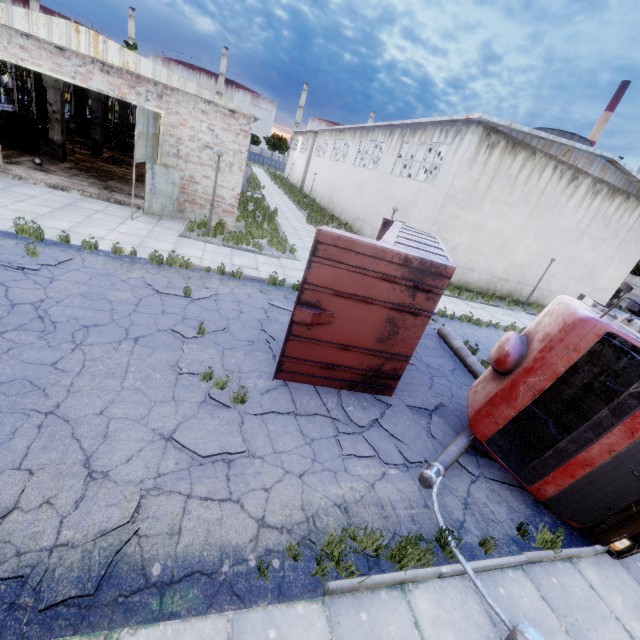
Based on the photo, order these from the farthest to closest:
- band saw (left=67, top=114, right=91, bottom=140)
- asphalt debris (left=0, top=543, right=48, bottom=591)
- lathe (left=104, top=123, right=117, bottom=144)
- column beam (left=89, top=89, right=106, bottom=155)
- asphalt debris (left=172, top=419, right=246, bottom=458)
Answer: lathe (left=104, top=123, right=117, bottom=144)
band saw (left=67, top=114, right=91, bottom=140)
column beam (left=89, top=89, right=106, bottom=155)
asphalt debris (left=172, top=419, right=246, bottom=458)
asphalt debris (left=0, top=543, right=48, bottom=591)

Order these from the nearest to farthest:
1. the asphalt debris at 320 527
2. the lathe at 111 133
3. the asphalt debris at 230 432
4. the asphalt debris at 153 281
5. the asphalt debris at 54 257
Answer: the asphalt debris at 320 527
the asphalt debris at 230 432
the asphalt debris at 54 257
the asphalt debris at 153 281
the lathe at 111 133

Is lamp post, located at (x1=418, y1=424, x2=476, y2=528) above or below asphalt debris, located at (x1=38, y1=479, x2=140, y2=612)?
above

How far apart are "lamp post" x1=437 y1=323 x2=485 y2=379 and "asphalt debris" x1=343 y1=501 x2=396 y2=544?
5.7 meters

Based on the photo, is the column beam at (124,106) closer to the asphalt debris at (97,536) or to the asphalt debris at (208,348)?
the asphalt debris at (208,348)

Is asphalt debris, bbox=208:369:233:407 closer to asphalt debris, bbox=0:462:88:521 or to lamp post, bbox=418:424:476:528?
asphalt debris, bbox=0:462:88:521

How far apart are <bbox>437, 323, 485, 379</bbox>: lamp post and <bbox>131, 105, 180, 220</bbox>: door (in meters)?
11.85

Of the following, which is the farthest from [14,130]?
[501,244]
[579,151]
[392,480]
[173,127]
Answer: [579,151]
